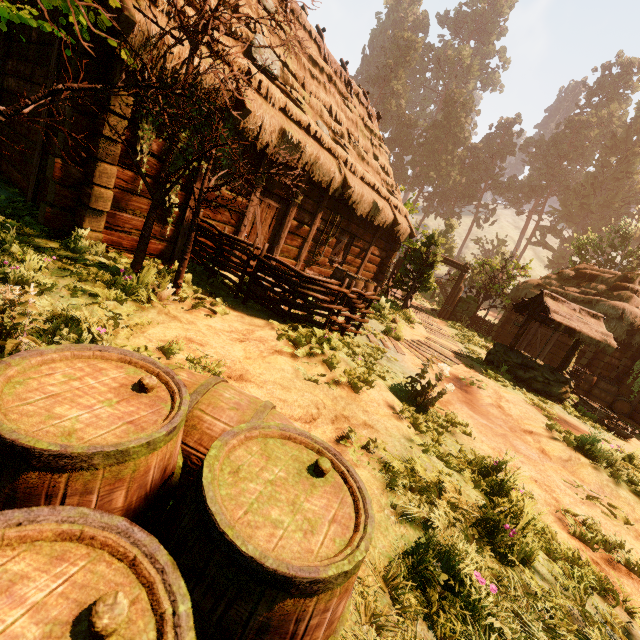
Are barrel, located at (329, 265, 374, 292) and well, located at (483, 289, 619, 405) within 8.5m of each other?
yes

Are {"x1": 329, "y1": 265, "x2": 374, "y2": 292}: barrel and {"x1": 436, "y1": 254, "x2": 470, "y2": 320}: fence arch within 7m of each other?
no

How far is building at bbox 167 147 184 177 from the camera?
5.9m

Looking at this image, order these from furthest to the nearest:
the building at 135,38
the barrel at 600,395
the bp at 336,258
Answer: the barrel at 600,395 < the bp at 336,258 < the building at 135,38

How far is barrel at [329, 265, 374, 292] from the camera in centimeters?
967cm

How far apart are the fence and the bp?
4.8 meters

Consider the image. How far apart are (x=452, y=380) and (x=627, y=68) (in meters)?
80.58

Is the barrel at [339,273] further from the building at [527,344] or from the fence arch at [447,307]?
the fence arch at [447,307]
